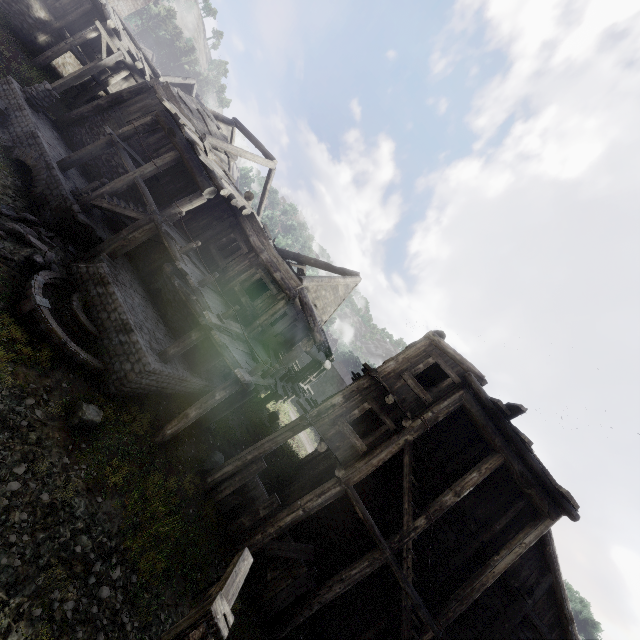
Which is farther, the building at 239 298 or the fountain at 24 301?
the building at 239 298

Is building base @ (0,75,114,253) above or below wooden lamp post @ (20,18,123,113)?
below

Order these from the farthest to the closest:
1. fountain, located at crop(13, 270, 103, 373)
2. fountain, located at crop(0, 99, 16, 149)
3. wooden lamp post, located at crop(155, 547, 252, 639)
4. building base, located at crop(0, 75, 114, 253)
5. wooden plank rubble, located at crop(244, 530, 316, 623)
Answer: fountain, located at crop(0, 99, 16, 149) < building base, located at crop(0, 75, 114, 253) < wooden plank rubble, located at crop(244, 530, 316, 623) < fountain, located at crop(13, 270, 103, 373) < wooden lamp post, located at crop(155, 547, 252, 639)

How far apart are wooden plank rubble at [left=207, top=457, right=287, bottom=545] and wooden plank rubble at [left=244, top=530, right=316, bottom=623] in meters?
0.4 m

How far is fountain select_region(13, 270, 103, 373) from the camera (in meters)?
8.71

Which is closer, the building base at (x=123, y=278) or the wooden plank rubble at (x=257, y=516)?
the building base at (x=123, y=278)

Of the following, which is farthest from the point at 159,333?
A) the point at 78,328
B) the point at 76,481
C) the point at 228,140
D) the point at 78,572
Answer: the point at 228,140

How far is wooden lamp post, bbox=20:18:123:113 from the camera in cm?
1443
